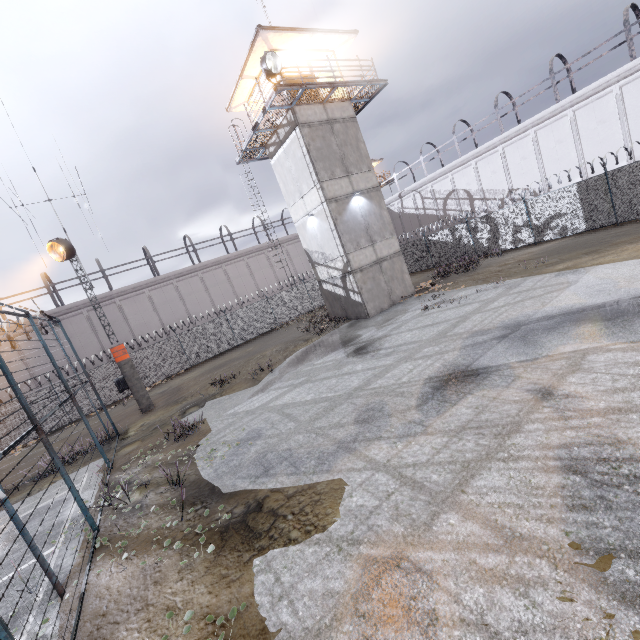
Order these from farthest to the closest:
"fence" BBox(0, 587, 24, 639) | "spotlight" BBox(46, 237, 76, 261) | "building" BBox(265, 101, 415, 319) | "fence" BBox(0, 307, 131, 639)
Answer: "building" BBox(265, 101, 415, 319)
"spotlight" BBox(46, 237, 76, 261)
"fence" BBox(0, 307, 131, 639)
"fence" BBox(0, 587, 24, 639)

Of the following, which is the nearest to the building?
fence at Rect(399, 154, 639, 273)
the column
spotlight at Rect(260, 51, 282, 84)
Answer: spotlight at Rect(260, 51, 282, 84)

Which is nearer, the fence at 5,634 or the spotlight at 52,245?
the fence at 5,634

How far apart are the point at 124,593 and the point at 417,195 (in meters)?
37.66

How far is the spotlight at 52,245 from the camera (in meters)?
14.60

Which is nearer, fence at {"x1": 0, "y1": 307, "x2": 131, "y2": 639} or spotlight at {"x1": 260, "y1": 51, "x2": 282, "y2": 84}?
fence at {"x1": 0, "y1": 307, "x2": 131, "y2": 639}

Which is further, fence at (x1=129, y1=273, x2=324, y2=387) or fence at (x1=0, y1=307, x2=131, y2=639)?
fence at (x1=129, y1=273, x2=324, y2=387)

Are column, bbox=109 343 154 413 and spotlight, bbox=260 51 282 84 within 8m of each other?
no
